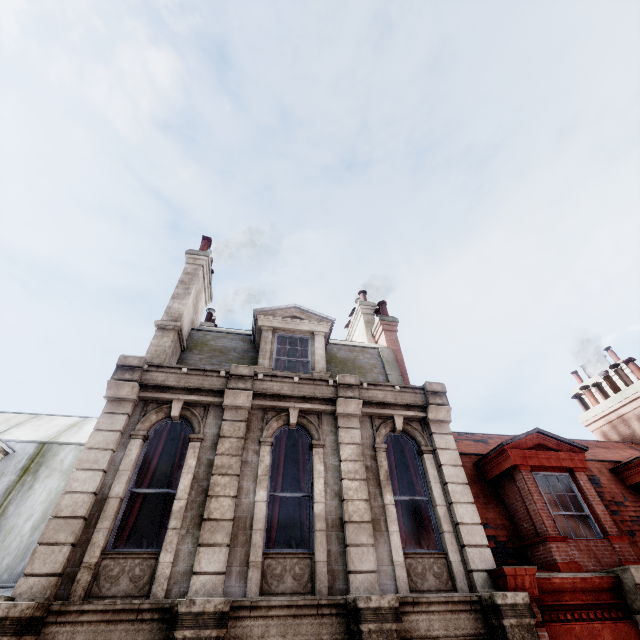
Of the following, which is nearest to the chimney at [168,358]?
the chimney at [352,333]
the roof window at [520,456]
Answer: the chimney at [352,333]

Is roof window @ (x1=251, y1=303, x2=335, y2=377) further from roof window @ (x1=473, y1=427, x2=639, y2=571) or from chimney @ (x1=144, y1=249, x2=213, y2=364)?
roof window @ (x1=473, y1=427, x2=639, y2=571)

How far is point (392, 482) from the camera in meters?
7.0 m

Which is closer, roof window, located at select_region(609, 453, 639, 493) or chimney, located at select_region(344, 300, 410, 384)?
roof window, located at select_region(609, 453, 639, 493)

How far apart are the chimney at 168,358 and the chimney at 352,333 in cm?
621

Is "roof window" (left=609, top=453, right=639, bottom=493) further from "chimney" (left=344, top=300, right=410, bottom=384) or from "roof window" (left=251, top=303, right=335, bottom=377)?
"roof window" (left=251, top=303, right=335, bottom=377)

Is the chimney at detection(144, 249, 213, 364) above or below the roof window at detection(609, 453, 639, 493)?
above

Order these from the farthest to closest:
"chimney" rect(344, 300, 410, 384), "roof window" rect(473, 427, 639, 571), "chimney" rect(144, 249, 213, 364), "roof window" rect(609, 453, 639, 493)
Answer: "chimney" rect(344, 300, 410, 384), "roof window" rect(609, 453, 639, 493), "chimney" rect(144, 249, 213, 364), "roof window" rect(473, 427, 639, 571)
